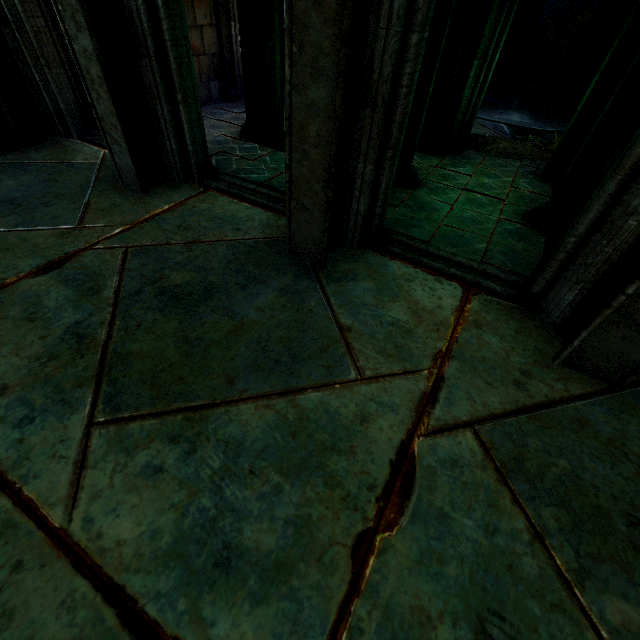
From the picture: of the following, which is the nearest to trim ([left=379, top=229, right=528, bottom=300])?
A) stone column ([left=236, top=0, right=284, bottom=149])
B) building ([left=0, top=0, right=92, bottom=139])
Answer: building ([left=0, top=0, right=92, bottom=139])

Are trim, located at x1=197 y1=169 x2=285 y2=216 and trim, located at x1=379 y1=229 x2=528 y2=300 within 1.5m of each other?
yes

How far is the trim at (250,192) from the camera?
4.95m

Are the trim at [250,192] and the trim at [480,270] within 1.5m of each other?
yes

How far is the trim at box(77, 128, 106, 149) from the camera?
6.14m

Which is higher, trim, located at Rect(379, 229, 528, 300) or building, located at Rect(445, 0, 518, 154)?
building, located at Rect(445, 0, 518, 154)

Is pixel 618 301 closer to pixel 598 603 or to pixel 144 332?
pixel 598 603

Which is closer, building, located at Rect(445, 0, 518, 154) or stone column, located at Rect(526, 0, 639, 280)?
stone column, located at Rect(526, 0, 639, 280)
